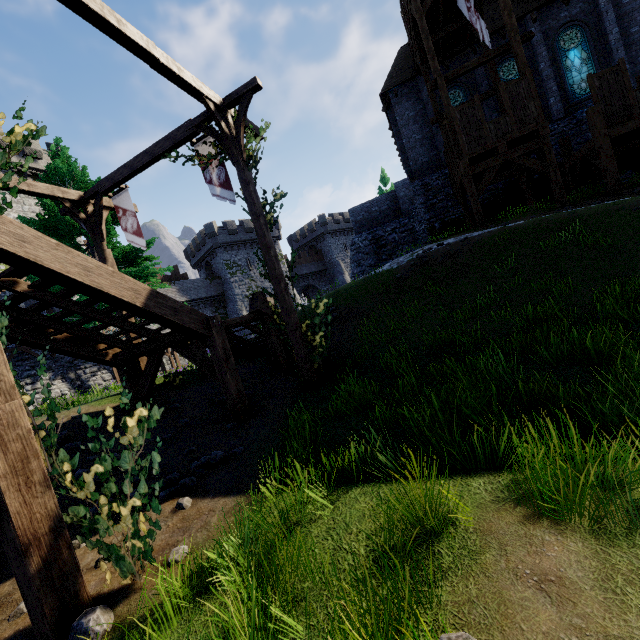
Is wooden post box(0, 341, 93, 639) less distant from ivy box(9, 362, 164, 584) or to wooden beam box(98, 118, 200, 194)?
ivy box(9, 362, 164, 584)

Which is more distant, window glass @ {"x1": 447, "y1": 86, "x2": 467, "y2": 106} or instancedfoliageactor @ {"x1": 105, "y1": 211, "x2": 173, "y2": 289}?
window glass @ {"x1": 447, "y1": 86, "x2": 467, "y2": 106}

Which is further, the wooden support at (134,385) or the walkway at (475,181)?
the walkway at (475,181)

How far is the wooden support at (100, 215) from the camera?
10.0 meters

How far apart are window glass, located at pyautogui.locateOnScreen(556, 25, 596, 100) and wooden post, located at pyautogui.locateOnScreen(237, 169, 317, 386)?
20.0m

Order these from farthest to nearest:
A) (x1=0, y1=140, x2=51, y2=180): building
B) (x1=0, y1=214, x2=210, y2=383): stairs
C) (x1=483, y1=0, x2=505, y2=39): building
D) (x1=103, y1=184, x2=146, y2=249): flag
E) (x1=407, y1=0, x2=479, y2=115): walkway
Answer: (x1=0, y1=140, x2=51, y2=180): building → (x1=483, y1=0, x2=505, y2=39): building → (x1=407, y1=0, x2=479, y2=115): walkway → (x1=103, y1=184, x2=146, y2=249): flag → (x1=0, y1=214, x2=210, y2=383): stairs

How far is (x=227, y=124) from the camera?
8.2m

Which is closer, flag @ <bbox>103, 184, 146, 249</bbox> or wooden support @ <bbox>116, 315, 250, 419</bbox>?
wooden support @ <bbox>116, 315, 250, 419</bbox>
